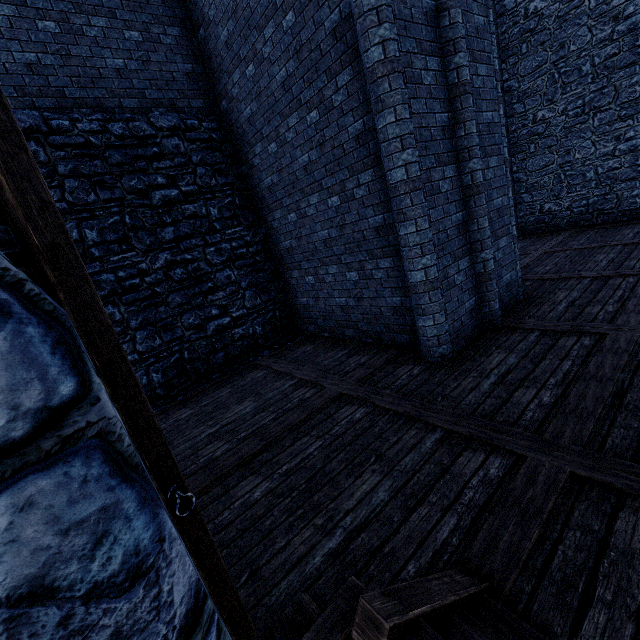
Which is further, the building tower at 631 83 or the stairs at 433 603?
the building tower at 631 83

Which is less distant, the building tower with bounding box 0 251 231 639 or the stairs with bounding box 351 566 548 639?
the building tower with bounding box 0 251 231 639

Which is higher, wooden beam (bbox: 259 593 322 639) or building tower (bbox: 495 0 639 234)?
building tower (bbox: 495 0 639 234)

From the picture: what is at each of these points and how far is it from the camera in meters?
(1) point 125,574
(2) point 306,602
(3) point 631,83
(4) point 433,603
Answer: (1) building tower, 1.0
(2) wooden beam, 2.0
(3) building tower, 10.2
(4) stairs, 1.7

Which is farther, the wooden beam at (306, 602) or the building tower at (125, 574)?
the wooden beam at (306, 602)

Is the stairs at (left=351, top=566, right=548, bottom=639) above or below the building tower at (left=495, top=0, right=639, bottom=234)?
below

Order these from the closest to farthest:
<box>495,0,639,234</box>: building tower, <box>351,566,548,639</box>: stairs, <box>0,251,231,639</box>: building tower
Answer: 1. <box>0,251,231,639</box>: building tower
2. <box>351,566,548,639</box>: stairs
3. <box>495,0,639,234</box>: building tower
